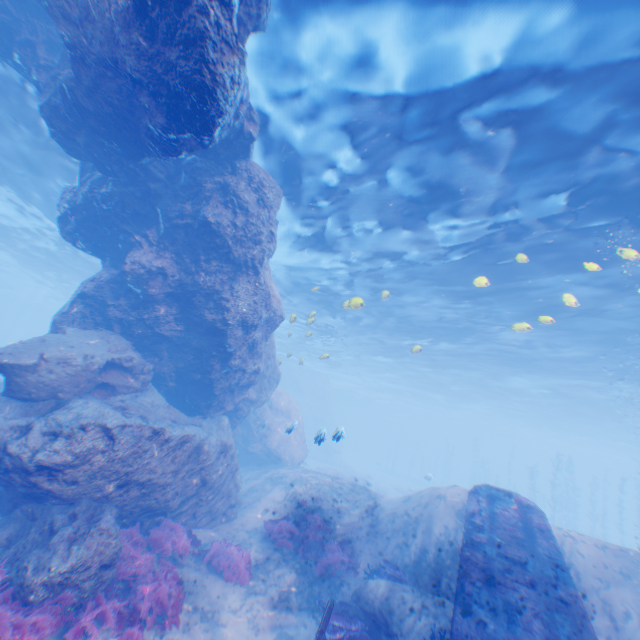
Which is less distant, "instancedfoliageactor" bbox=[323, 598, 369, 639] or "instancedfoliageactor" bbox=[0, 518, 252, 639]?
"instancedfoliageactor" bbox=[0, 518, 252, 639]

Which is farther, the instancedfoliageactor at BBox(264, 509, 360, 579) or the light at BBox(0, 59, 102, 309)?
the light at BBox(0, 59, 102, 309)

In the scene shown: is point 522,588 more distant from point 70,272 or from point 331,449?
point 70,272

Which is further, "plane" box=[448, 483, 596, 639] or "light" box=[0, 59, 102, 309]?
"light" box=[0, 59, 102, 309]

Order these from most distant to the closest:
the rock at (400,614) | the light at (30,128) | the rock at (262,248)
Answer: the light at (30,128) → the rock at (400,614) → the rock at (262,248)

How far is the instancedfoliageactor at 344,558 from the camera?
10.0 meters

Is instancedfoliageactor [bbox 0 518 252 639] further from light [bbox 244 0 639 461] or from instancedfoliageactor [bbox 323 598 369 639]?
light [bbox 244 0 639 461]

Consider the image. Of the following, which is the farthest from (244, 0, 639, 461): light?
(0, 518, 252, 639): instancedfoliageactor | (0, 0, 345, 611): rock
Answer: (0, 518, 252, 639): instancedfoliageactor
